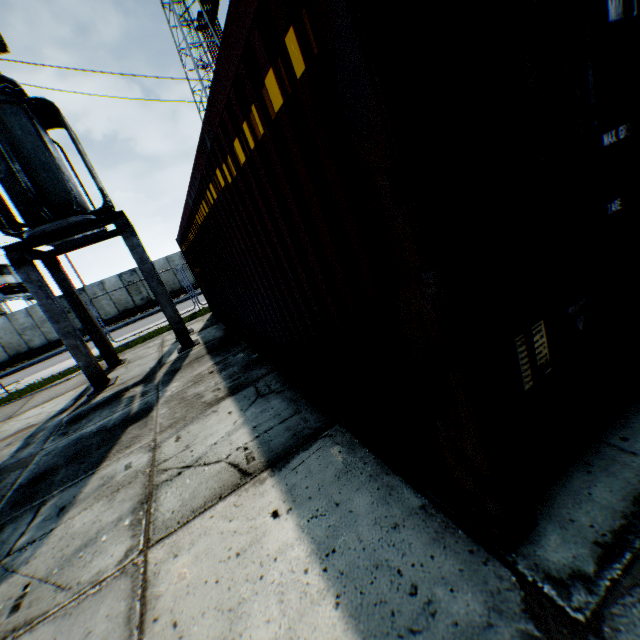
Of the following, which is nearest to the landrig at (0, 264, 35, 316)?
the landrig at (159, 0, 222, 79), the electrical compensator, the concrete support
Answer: the landrig at (159, 0, 222, 79)

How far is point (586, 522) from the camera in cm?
164

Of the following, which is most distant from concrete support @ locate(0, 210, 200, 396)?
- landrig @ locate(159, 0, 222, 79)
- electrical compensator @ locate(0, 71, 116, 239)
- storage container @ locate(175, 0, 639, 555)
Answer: landrig @ locate(159, 0, 222, 79)

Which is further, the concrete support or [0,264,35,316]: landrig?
[0,264,35,316]: landrig

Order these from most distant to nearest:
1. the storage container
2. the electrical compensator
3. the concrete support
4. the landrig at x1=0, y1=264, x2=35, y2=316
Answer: the landrig at x1=0, y1=264, x2=35, y2=316 → the concrete support → the electrical compensator → the storage container

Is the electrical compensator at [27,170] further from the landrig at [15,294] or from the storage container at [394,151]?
the landrig at [15,294]

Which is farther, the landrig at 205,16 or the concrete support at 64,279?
the landrig at 205,16

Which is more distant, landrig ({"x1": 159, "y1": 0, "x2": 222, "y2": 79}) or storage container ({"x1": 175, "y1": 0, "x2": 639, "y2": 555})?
landrig ({"x1": 159, "y1": 0, "x2": 222, "y2": 79})
